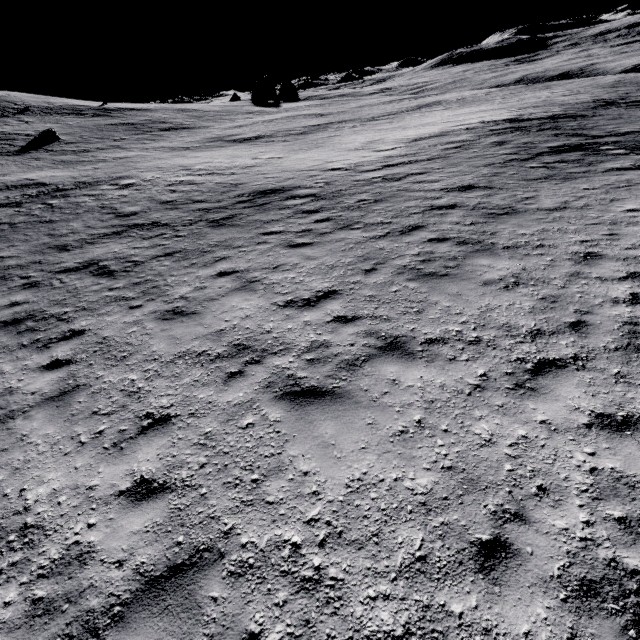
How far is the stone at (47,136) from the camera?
31.6 meters

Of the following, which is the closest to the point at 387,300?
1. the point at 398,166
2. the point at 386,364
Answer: the point at 386,364

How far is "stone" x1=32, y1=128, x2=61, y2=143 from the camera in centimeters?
3165cm
